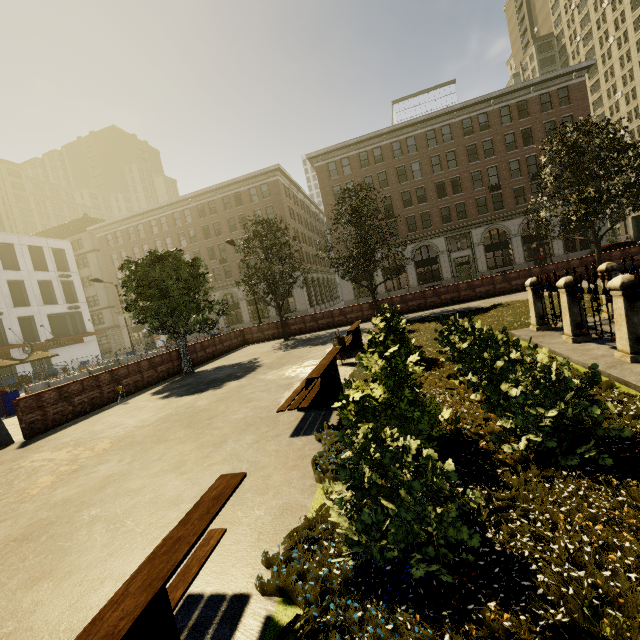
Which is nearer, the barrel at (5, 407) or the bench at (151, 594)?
the bench at (151, 594)

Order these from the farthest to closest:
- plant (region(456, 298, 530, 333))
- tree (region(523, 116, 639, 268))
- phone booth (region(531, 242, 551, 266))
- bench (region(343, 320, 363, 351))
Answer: phone booth (region(531, 242, 551, 266)) < tree (region(523, 116, 639, 268)) < bench (region(343, 320, 363, 351)) < plant (region(456, 298, 530, 333))

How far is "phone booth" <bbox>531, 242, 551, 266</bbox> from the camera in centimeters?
3506cm

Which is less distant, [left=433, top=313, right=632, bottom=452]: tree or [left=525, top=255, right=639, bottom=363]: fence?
[left=433, top=313, right=632, bottom=452]: tree

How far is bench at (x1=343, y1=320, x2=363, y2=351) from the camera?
11.2 meters

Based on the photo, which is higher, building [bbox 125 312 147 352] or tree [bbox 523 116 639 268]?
tree [bbox 523 116 639 268]

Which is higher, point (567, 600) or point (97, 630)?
point (97, 630)

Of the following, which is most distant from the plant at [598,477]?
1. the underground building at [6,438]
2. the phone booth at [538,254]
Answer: the phone booth at [538,254]
